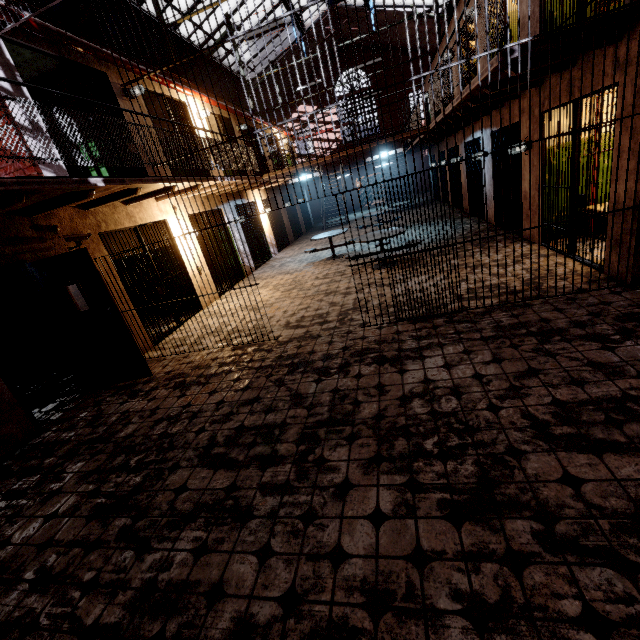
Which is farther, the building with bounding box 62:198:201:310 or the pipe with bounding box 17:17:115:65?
the building with bounding box 62:198:201:310

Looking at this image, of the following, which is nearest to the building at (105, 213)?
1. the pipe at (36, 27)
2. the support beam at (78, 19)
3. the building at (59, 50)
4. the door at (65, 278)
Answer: the building at (59, 50)

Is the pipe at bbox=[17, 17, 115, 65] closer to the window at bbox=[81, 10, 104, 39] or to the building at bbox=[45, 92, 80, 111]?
the building at bbox=[45, 92, 80, 111]

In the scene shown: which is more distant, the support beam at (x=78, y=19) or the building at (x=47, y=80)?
the support beam at (x=78, y=19)

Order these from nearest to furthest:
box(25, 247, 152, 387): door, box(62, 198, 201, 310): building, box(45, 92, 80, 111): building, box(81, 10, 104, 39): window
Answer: box(25, 247, 152, 387): door < box(62, 198, 201, 310): building < box(45, 92, 80, 111): building < box(81, 10, 104, 39): window

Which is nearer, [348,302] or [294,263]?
[348,302]

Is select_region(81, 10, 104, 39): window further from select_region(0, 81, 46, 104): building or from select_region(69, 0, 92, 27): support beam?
select_region(0, 81, 46, 104): building

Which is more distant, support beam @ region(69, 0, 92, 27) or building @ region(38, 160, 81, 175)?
support beam @ region(69, 0, 92, 27)
